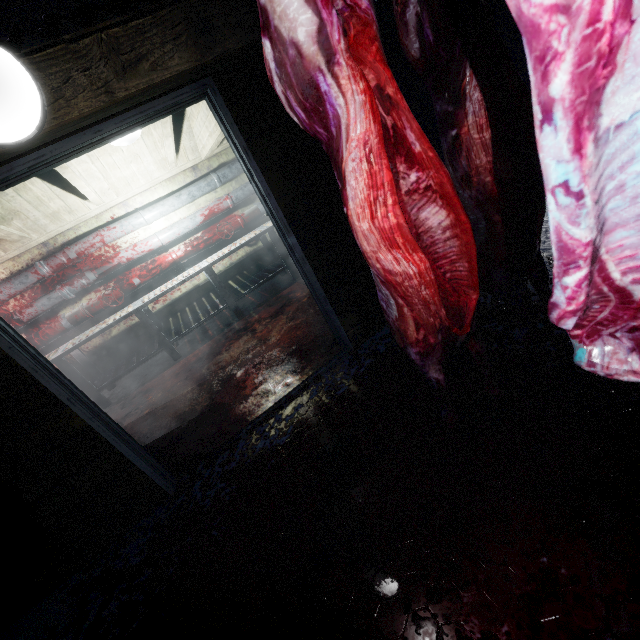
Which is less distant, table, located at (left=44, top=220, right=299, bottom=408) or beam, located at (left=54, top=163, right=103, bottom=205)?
beam, located at (left=54, top=163, right=103, bottom=205)

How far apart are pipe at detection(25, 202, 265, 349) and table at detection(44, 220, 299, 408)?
0.1m

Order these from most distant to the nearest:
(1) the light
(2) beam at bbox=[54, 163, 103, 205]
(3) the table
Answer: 1. (3) the table
2. (2) beam at bbox=[54, 163, 103, 205]
3. (1) the light

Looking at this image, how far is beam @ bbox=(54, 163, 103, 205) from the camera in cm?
291

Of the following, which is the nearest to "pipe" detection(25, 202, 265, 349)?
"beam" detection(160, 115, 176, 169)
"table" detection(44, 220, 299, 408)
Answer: "table" detection(44, 220, 299, 408)

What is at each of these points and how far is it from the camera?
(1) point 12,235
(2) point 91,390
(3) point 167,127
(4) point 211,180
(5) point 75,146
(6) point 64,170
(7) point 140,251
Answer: (1) beam, 3.53m
(2) table, 3.92m
(3) beam, 3.29m
(4) pipe, 4.54m
(5) door, 1.54m
(6) beam, 2.94m
(7) pipe, 4.33m

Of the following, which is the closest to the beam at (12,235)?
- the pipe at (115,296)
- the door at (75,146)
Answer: the door at (75,146)

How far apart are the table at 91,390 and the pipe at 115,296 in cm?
8
